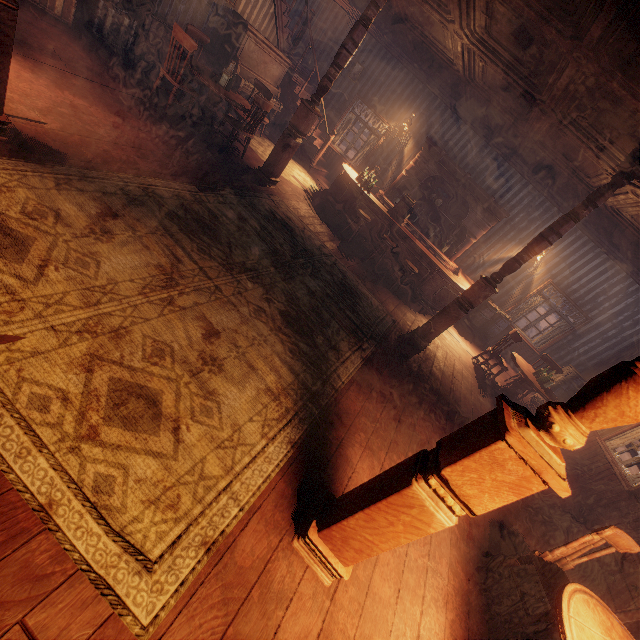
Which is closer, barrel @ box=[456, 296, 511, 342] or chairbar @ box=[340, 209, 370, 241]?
chairbar @ box=[340, 209, 370, 241]

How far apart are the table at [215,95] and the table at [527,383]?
8.15m

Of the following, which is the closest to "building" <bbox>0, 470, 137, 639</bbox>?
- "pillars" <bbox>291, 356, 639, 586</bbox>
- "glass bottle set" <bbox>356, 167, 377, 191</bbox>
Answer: "pillars" <bbox>291, 356, 639, 586</bbox>

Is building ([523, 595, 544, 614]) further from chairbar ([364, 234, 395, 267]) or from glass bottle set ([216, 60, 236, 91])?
glass bottle set ([216, 60, 236, 91])

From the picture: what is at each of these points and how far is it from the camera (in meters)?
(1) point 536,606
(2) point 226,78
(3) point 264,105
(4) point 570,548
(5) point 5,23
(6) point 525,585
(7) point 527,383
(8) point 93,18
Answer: (1) building, 3.35
(2) glass bottle set, 6.09
(3) chair, 5.91
(4) chair, 2.93
(5) pillars, 2.37
(6) building, 3.46
(7) table, 7.14
(8) supply box set, 5.77

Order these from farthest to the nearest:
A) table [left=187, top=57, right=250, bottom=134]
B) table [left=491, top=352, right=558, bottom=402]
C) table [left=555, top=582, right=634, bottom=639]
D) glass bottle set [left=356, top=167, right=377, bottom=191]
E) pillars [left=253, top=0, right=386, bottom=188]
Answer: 1. glass bottle set [left=356, top=167, right=377, bottom=191]
2. table [left=491, top=352, right=558, bottom=402]
3. table [left=187, top=57, right=250, bottom=134]
4. pillars [left=253, top=0, right=386, bottom=188]
5. table [left=555, top=582, right=634, bottom=639]

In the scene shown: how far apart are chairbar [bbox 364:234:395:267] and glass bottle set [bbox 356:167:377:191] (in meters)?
1.44

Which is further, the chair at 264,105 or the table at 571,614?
the chair at 264,105
